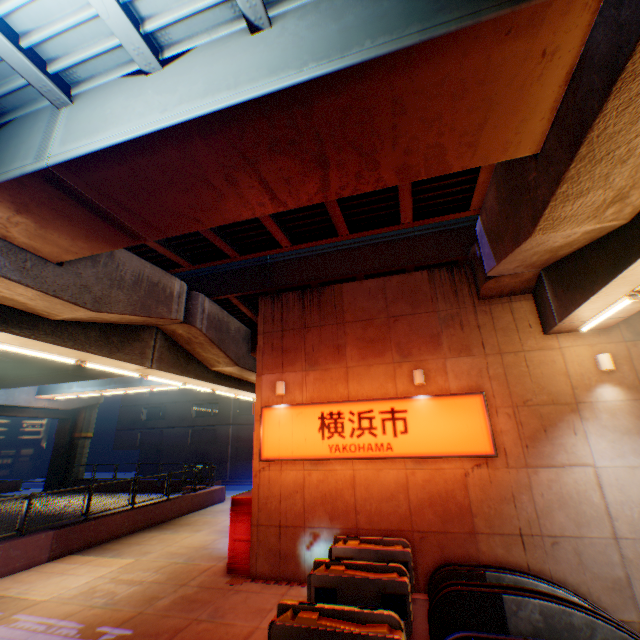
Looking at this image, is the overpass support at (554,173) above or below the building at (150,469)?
above

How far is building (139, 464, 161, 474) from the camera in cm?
4291

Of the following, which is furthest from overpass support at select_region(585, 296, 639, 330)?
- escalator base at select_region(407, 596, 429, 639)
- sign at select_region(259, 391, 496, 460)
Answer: escalator base at select_region(407, 596, 429, 639)

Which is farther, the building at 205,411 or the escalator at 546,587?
the building at 205,411

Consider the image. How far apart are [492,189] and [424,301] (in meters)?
4.00

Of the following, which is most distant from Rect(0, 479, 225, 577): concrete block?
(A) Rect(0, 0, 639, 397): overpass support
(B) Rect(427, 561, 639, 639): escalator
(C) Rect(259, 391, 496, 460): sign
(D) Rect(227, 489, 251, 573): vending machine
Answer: (B) Rect(427, 561, 639, 639): escalator

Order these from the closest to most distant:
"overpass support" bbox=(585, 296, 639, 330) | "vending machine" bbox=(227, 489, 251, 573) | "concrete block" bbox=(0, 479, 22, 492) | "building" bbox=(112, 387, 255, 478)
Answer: "overpass support" bbox=(585, 296, 639, 330)
"vending machine" bbox=(227, 489, 251, 573)
"concrete block" bbox=(0, 479, 22, 492)
"building" bbox=(112, 387, 255, 478)

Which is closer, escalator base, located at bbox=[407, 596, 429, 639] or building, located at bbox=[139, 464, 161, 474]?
escalator base, located at bbox=[407, 596, 429, 639]
